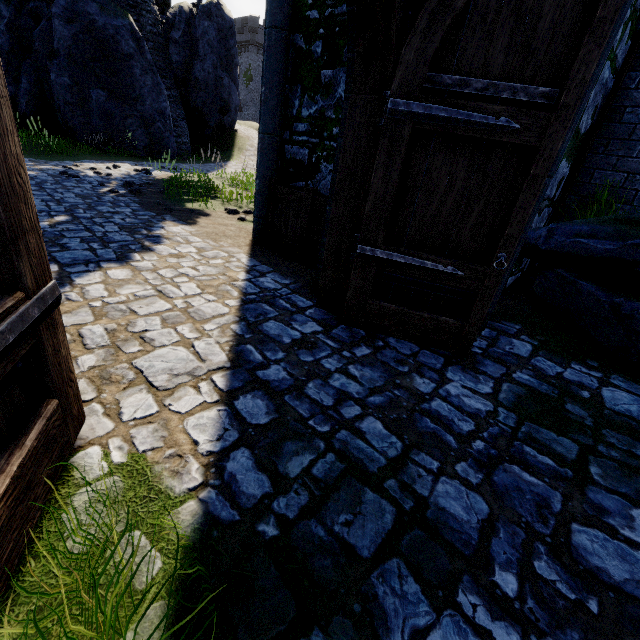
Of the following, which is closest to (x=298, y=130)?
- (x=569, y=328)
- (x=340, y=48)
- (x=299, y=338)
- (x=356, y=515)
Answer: (x=340, y=48)

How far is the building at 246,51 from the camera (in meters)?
46.94

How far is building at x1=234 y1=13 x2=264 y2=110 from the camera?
46.9m
